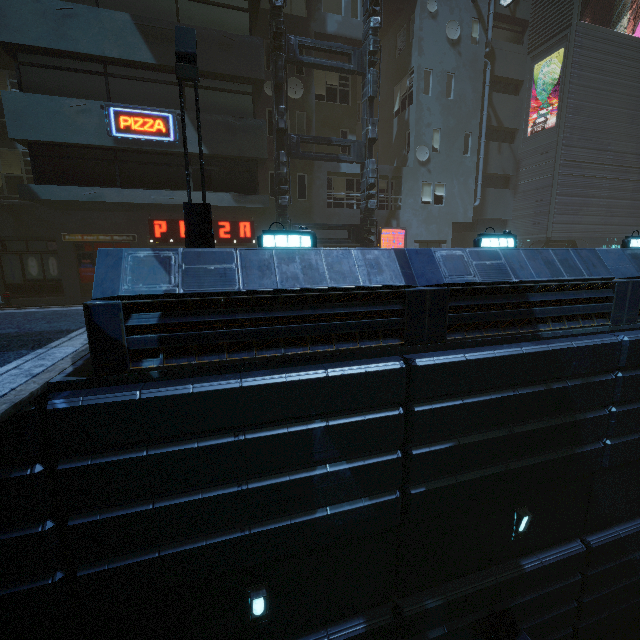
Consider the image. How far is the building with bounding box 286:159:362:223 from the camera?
17.2 meters

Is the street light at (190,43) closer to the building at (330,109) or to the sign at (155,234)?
the building at (330,109)

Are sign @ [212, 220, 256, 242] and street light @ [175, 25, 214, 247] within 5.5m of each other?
no

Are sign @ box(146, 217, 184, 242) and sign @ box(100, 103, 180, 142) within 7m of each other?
yes

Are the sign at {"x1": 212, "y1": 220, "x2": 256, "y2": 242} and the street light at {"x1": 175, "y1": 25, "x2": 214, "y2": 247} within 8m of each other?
no

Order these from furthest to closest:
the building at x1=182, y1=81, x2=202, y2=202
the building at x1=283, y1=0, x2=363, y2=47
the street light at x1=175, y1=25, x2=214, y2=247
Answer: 1. the building at x1=283, y1=0, x2=363, y2=47
2. the building at x1=182, y1=81, x2=202, y2=202
3. the street light at x1=175, y1=25, x2=214, y2=247

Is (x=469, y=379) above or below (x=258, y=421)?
above

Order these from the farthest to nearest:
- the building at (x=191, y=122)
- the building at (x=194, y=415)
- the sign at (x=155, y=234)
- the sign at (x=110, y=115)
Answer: the sign at (x=155, y=234), the building at (x=191, y=122), the sign at (x=110, y=115), the building at (x=194, y=415)
